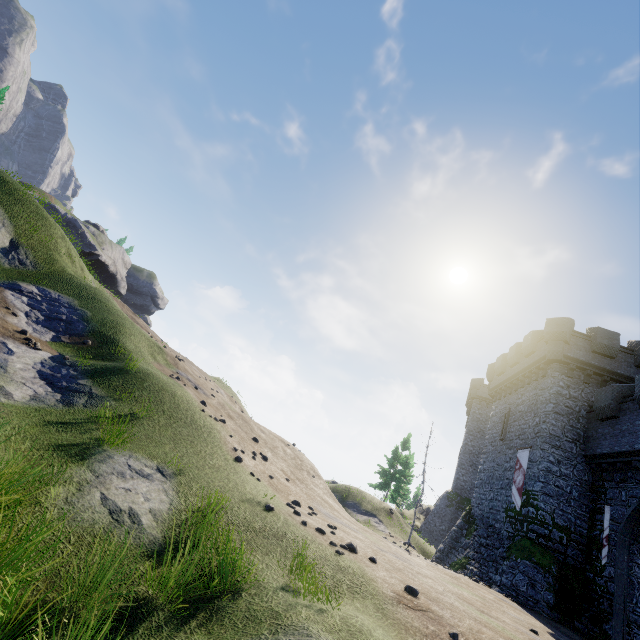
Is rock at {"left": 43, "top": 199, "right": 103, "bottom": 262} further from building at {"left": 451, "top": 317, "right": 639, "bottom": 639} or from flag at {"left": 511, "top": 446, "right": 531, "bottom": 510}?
→ flag at {"left": 511, "top": 446, "right": 531, "bottom": 510}

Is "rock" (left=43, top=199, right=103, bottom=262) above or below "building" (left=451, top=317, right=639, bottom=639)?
above

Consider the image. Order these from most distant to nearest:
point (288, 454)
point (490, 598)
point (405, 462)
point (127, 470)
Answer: point (405, 462) < point (288, 454) < point (490, 598) < point (127, 470)

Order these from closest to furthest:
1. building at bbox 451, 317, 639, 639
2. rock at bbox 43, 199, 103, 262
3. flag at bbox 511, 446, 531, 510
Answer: building at bbox 451, 317, 639, 639
flag at bbox 511, 446, 531, 510
rock at bbox 43, 199, 103, 262

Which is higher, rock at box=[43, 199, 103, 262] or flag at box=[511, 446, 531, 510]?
rock at box=[43, 199, 103, 262]

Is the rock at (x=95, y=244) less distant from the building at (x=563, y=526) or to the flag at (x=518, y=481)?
the building at (x=563, y=526)
